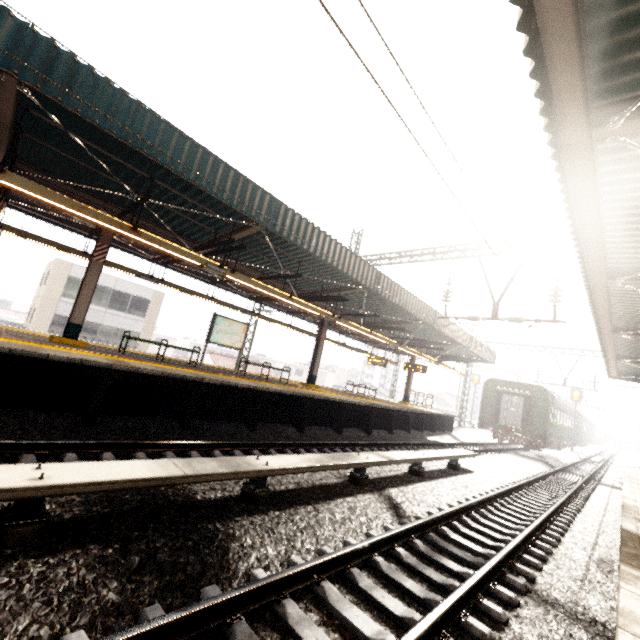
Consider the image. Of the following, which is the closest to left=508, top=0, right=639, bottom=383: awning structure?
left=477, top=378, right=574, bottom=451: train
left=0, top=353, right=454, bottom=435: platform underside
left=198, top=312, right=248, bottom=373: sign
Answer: left=477, top=378, right=574, bottom=451: train

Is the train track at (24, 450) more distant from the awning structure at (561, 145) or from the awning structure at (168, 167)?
the awning structure at (561, 145)

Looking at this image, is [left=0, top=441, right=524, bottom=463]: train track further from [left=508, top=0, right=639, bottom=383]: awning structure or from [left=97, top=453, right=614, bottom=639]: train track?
[left=508, top=0, right=639, bottom=383]: awning structure

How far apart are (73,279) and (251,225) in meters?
23.4 m

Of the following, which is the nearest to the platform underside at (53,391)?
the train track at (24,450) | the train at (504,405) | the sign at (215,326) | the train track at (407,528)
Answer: the train track at (24,450)

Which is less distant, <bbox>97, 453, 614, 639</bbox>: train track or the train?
<bbox>97, 453, 614, 639</bbox>: train track

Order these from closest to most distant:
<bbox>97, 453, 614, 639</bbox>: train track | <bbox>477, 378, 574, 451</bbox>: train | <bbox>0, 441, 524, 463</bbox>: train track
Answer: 1. <bbox>97, 453, 614, 639</bbox>: train track
2. <bbox>0, 441, 524, 463</bbox>: train track
3. <bbox>477, 378, 574, 451</bbox>: train

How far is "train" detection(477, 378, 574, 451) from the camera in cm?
2117
